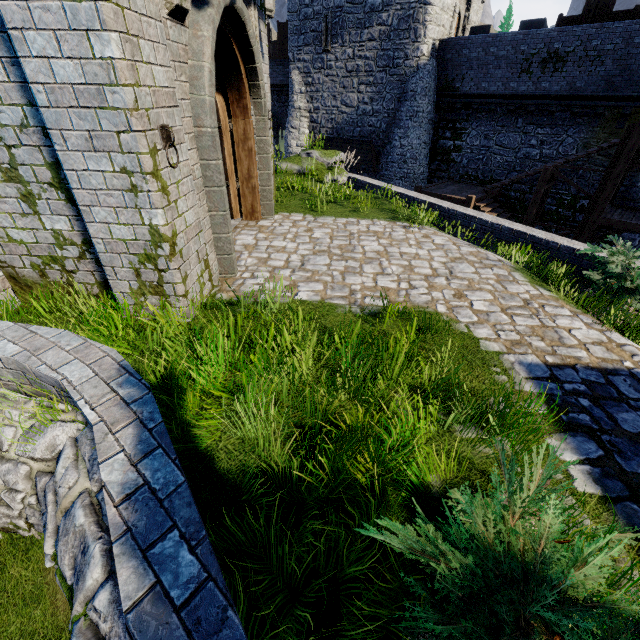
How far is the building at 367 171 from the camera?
22.3 meters

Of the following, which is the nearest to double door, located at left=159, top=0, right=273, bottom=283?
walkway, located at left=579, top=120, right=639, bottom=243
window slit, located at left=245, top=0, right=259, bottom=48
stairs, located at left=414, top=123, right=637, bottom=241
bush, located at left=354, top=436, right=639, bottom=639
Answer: window slit, located at left=245, top=0, right=259, bottom=48

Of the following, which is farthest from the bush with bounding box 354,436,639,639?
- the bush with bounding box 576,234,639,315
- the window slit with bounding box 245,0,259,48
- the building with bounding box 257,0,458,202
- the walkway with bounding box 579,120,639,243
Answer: the building with bounding box 257,0,458,202

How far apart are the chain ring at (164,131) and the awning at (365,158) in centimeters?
1968cm

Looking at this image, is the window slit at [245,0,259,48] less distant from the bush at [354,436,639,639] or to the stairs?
the bush at [354,436,639,639]

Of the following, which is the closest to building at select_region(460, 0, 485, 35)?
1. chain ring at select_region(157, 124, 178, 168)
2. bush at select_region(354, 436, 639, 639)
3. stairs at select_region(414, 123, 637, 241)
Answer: stairs at select_region(414, 123, 637, 241)

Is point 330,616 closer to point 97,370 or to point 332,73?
point 97,370

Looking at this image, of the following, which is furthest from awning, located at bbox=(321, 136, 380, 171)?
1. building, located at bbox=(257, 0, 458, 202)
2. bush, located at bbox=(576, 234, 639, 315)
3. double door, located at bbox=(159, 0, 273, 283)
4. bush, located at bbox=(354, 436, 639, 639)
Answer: bush, located at bbox=(354, 436, 639, 639)
